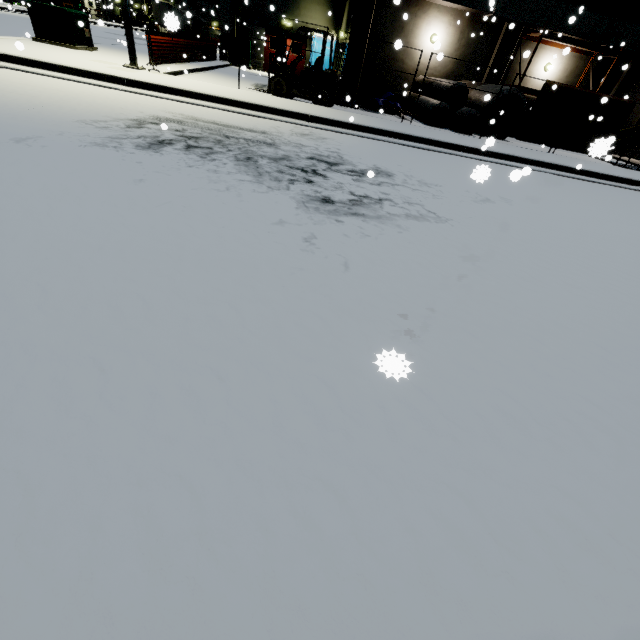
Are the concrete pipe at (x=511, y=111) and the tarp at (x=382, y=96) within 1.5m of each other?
no

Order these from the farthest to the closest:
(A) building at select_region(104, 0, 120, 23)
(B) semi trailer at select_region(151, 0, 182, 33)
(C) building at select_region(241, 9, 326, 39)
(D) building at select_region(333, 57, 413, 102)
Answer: (A) building at select_region(104, 0, 120, 23), (C) building at select_region(241, 9, 326, 39), (D) building at select_region(333, 57, 413, 102), (B) semi trailer at select_region(151, 0, 182, 33)

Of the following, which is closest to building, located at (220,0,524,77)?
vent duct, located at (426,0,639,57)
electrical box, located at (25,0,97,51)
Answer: vent duct, located at (426,0,639,57)

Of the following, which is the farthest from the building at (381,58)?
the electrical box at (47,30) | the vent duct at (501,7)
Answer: the electrical box at (47,30)

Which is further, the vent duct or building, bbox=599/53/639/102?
building, bbox=599/53/639/102

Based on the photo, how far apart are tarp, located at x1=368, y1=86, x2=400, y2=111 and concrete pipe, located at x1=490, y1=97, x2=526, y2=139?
2.7m

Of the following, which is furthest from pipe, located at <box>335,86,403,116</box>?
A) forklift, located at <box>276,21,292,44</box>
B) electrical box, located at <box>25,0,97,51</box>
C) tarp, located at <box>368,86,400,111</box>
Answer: electrical box, located at <box>25,0,97,51</box>

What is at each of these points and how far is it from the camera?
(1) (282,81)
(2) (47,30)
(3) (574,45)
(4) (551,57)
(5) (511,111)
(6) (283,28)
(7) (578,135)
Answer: (1) forklift, 12.02m
(2) electrical box, 11.36m
(3) shelf, 16.09m
(4) building, 17.88m
(5) concrete pipe, 15.27m
(6) forklift, 11.46m
(7) tarp, 12.68m
